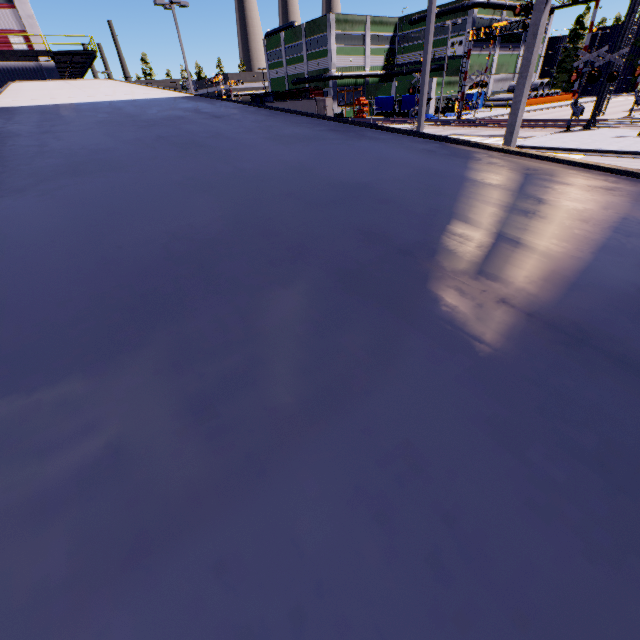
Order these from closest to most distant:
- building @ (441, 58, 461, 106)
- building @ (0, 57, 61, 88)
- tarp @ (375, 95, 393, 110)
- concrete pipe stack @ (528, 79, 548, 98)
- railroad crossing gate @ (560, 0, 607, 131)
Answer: railroad crossing gate @ (560, 0, 607, 131), building @ (0, 57, 61, 88), tarp @ (375, 95, 393, 110), building @ (441, 58, 461, 106), concrete pipe stack @ (528, 79, 548, 98)

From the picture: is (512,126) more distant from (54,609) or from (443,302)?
(54,609)

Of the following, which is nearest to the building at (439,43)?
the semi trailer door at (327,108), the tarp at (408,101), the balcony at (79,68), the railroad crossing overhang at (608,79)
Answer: the balcony at (79,68)

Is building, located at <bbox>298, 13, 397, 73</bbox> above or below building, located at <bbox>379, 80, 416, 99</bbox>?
above

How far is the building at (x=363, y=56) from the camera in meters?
55.0

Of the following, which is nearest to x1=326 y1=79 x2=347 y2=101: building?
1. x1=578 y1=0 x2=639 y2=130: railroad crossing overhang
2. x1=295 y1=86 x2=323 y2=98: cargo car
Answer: x1=295 y1=86 x2=323 y2=98: cargo car

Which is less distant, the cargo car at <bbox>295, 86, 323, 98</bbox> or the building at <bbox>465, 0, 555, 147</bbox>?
the building at <bbox>465, 0, 555, 147</bbox>

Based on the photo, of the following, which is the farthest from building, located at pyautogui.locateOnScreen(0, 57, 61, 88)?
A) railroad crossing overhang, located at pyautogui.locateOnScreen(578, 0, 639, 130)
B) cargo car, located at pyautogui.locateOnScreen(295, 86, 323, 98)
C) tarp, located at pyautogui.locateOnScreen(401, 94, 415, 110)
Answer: railroad crossing overhang, located at pyautogui.locateOnScreen(578, 0, 639, 130)
